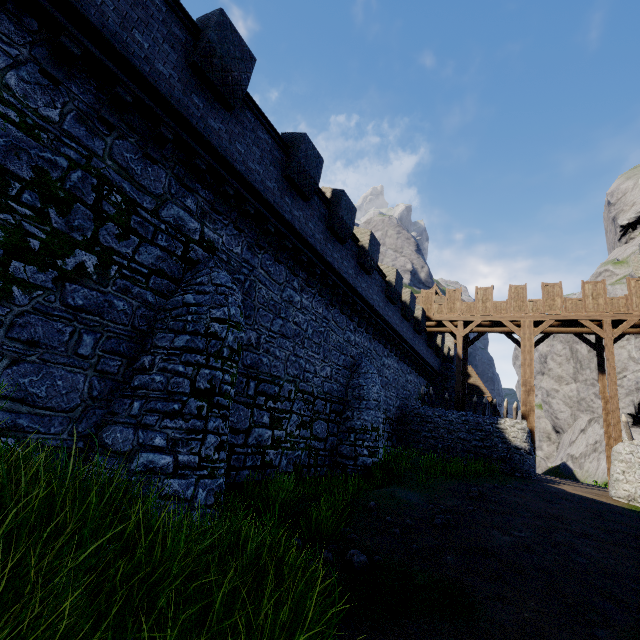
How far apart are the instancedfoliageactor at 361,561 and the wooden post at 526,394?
16.8m

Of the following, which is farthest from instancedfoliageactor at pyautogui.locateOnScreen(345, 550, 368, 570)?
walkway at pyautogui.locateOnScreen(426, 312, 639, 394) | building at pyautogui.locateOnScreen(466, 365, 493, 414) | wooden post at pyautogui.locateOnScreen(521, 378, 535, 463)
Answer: building at pyautogui.locateOnScreen(466, 365, 493, 414)

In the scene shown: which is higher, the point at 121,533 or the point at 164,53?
the point at 164,53

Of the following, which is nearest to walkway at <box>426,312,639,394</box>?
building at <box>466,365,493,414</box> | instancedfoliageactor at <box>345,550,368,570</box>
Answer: building at <box>466,365,493,414</box>

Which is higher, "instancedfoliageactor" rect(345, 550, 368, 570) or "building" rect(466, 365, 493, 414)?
"building" rect(466, 365, 493, 414)

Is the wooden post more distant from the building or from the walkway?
the building

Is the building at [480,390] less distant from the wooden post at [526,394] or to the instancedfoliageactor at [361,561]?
the wooden post at [526,394]
